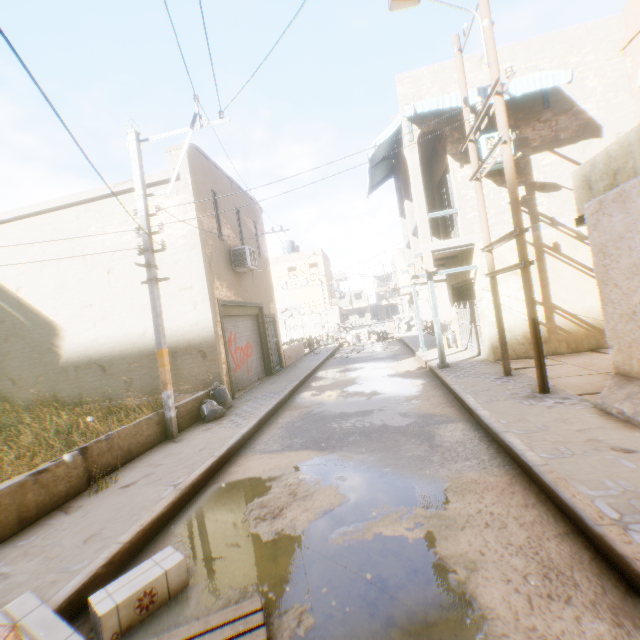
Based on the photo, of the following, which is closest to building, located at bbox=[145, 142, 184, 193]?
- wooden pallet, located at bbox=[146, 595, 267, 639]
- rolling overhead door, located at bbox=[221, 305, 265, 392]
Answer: rolling overhead door, located at bbox=[221, 305, 265, 392]

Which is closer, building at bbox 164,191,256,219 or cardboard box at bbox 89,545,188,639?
cardboard box at bbox 89,545,188,639

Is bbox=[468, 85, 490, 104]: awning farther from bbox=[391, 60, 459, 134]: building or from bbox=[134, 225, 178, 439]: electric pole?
bbox=[134, 225, 178, 439]: electric pole

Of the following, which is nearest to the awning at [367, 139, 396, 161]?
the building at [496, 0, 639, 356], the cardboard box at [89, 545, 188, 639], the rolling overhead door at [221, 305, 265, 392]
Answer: the building at [496, 0, 639, 356]

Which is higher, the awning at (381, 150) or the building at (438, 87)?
the building at (438, 87)

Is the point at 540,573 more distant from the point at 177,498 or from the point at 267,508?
the point at 177,498

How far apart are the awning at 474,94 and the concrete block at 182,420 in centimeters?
263cm

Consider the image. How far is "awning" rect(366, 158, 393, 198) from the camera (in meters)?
12.61
